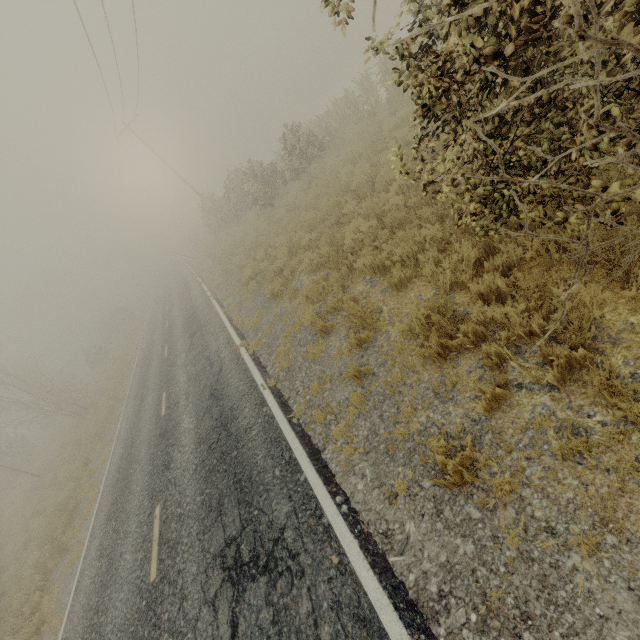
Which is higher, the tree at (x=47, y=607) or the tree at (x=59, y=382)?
the tree at (x=59, y=382)

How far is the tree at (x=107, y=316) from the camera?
39.56m

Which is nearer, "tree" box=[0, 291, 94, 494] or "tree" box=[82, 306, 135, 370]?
"tree" box=[0, 291, 94, 494]

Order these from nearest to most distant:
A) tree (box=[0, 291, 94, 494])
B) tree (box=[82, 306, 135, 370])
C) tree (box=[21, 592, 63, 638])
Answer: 1. tree (box=[21, 592, 63, 638])
2. tree (box=[0, 291, 94, 494])
3. tree (box=[82, 306, 135, 370])

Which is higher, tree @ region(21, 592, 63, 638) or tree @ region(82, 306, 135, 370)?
tree @ region(82, 306, 135, 370)

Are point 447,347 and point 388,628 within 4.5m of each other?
yes

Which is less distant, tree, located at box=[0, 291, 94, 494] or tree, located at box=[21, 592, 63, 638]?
tree, located at box=[21, 592, 63, 638]
